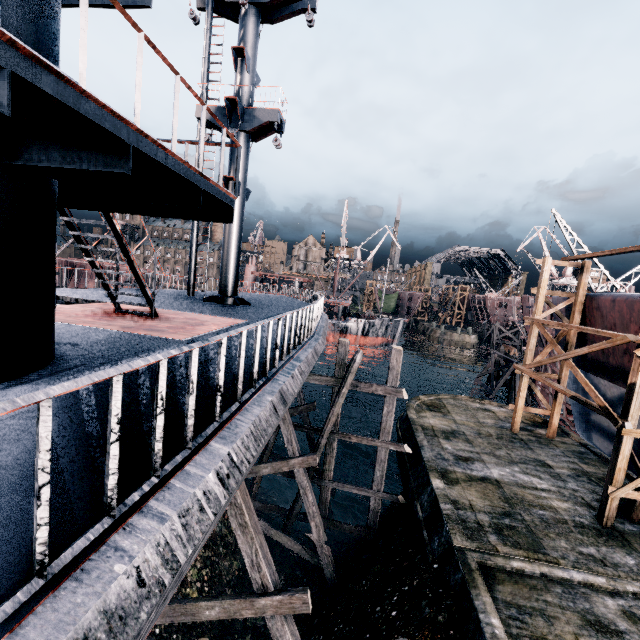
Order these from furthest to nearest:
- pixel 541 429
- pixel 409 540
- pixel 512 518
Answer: pixel 541 429 → pixel 409 540 → pixel 512 518

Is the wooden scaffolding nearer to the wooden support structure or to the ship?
the ship

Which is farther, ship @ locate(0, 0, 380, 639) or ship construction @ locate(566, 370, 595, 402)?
ship construction @ locate(566, 370, 595, 402)

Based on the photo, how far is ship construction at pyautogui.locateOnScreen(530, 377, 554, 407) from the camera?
29.5m

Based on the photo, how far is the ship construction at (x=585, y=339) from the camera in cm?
1825

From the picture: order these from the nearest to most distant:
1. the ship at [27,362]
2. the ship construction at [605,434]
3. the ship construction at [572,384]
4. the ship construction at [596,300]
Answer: the ship at [27,362] → the ship construction at [596,300] → the ship construction at [605,434] → the ship construction at [572,384]

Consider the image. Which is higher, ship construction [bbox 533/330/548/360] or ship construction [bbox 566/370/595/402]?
ship construction [bbox 533/330/548/360]
